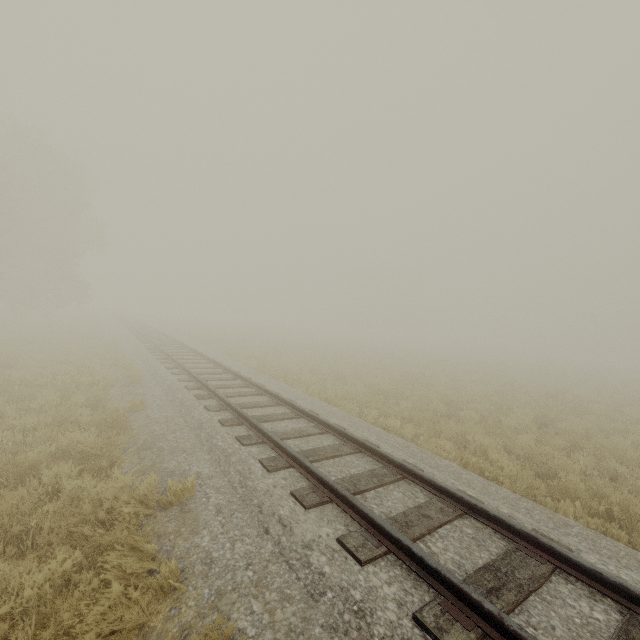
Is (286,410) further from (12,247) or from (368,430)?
(12,247)
